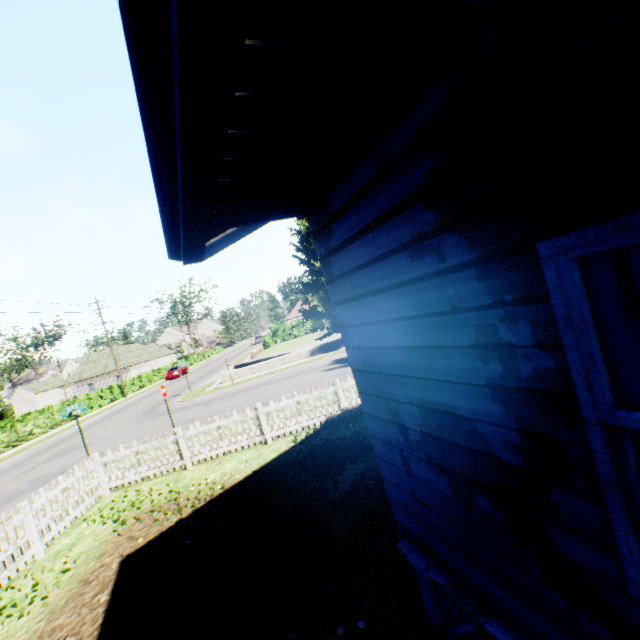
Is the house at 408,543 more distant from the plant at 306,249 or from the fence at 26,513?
the fence at 26,513

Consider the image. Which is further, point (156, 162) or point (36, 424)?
point (36, 424)

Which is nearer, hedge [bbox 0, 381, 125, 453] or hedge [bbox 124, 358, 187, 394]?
hedge [bbox 0, 381, 125, 453]

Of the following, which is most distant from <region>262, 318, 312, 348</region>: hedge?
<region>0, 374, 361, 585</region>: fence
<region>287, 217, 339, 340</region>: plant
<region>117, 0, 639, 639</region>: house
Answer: <region>117, 0, 639, 639</region>: house

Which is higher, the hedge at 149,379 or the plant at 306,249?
the plant at 306,249

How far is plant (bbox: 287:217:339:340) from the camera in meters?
24.5

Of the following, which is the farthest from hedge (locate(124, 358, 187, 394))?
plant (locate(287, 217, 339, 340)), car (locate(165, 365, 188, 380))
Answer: car (locate(165, 365, 188, 380))

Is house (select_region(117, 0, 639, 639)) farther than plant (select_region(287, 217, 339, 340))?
No
